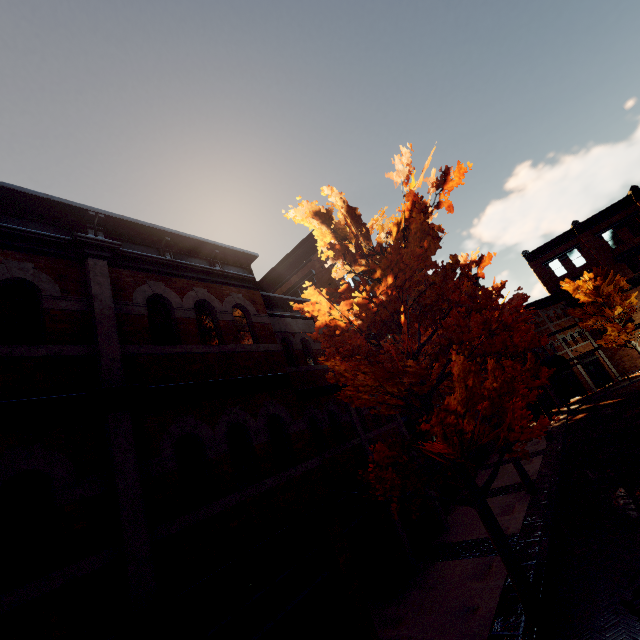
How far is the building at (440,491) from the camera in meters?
12.6 m

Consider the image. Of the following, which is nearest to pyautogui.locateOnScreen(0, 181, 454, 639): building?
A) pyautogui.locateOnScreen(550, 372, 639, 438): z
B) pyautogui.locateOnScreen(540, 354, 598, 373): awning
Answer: pyautogui.locateOnScreen(540, 354, 598, 373): awning

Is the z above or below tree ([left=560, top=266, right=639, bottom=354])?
below

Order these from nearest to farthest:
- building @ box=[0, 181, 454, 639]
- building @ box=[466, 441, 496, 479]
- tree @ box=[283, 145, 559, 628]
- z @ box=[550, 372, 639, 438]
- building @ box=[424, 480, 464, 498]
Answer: building @ box=[0, 181, 454, 639] → tree @ box=[283, 145, 559, 628] → building @ box=[424, 480, 464, 498] → building @ box=[466, 441, 496, 479] → z @ box=[550, 372, 639, 438]

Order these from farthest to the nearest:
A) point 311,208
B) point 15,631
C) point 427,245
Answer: point 311,208 → point 427,245 → point 15,631

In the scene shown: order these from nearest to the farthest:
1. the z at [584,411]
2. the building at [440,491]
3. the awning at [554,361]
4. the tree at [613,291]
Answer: the building at [440,491] → the z at [584,411] → the awning at [554,361] → the tree at [613,291]

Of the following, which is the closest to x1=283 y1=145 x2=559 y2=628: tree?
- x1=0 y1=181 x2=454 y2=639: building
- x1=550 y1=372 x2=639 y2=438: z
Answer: x1=0 y1=181 x2=454 y2=639: building

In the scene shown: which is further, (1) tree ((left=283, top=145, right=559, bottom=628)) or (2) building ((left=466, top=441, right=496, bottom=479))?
(2) building ((left=466, top=441, right=496, bottom=479))
